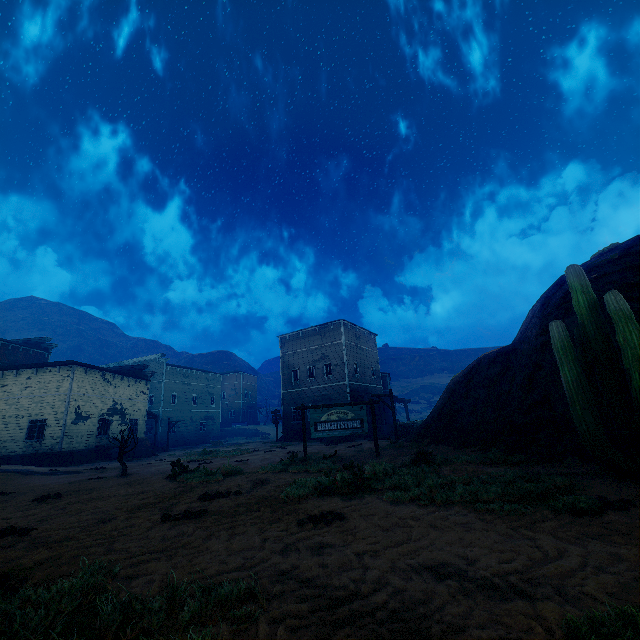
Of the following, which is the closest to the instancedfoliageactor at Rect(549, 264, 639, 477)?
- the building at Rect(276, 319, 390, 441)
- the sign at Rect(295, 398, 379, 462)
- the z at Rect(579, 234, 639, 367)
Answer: the z at Rect(579, 234, 639, 367)

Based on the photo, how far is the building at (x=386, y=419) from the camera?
29.0m

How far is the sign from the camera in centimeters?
1300cm

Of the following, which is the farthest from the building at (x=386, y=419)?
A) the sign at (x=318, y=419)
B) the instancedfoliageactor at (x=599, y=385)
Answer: the instancedfoliageactor at (x=599, y=385)

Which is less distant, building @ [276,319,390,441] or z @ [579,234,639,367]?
z @ [579,234,639,367]

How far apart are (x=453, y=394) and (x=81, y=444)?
26.64m

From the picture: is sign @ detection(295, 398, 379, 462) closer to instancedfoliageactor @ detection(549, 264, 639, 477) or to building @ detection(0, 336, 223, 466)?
instancedfoliageactor @ detection(549, 264, 639, 477)
